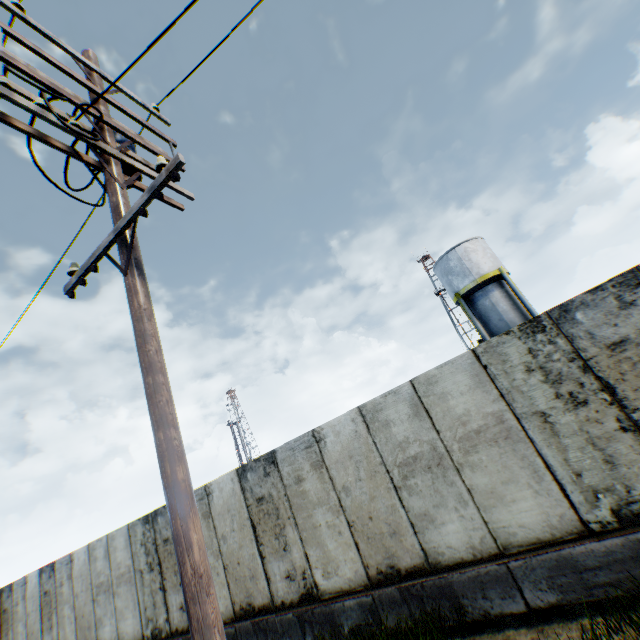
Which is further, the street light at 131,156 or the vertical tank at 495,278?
the vertical tank at 495,278

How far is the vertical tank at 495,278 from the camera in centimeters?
2100cm

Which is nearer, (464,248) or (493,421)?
(493,421)

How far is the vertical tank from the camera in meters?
21.0

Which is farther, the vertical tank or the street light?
the vertical tank
